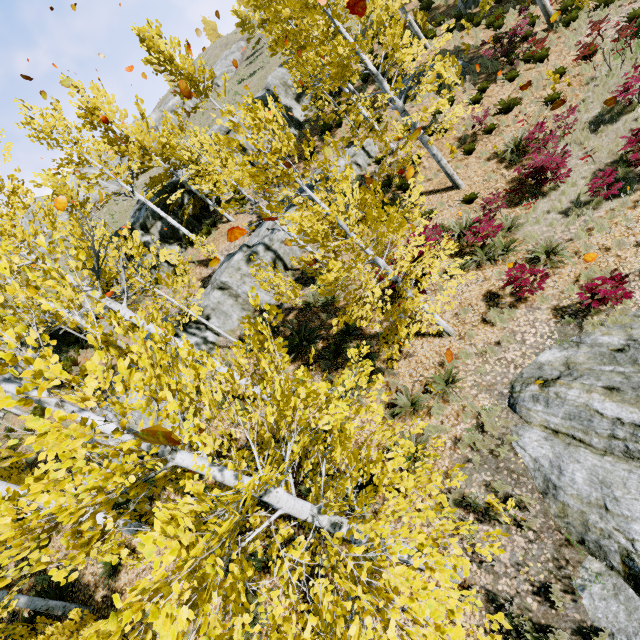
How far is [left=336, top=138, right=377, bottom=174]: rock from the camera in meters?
15.4 m

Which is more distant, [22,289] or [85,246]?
[85,246]

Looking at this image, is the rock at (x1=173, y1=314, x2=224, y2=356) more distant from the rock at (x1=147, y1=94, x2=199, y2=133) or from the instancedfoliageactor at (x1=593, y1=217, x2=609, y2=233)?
the rock at (x1=147, y1=94, x2=199, y2=133)

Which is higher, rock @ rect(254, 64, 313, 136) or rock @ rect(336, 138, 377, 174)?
rock @ rect(254, 64, 313, 136)

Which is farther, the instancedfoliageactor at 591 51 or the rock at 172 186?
the rock at 172 186

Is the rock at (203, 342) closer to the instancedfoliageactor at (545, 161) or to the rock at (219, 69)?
the instancedfoliageactor at (545, 161)

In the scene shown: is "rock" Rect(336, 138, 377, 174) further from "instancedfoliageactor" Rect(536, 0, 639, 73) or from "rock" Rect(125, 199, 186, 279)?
"rock" Rect(125, 199, 186, 279)
